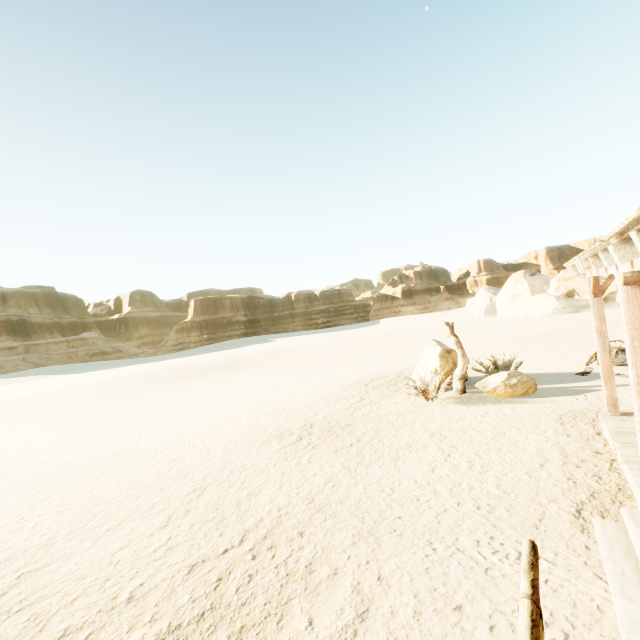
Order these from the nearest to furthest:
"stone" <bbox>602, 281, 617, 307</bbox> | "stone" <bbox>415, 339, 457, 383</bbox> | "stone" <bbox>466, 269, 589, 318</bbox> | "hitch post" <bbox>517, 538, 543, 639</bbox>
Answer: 1. "hitch post" <bbox>517, 538, 543, 639</bbox>
2. "stone" <bbox>415, 339, 457, 383</bbox>
3. "stone" <bbox>602, 281, 617, 307</bbox>
4. "stone" <bbox>466, 269, 589, 318</bbox>

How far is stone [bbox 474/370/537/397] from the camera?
9.08m

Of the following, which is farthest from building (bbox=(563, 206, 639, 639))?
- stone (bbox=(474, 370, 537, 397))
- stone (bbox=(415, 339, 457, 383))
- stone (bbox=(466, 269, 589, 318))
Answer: stone (bbox=(466, 269, 589, 318))

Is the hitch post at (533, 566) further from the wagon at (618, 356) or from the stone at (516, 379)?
the wagon at (618, 356)

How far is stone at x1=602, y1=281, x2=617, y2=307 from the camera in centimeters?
3275cm

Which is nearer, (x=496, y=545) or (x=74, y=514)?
(x=496, y=545)

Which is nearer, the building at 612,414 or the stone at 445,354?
the building at 612,414

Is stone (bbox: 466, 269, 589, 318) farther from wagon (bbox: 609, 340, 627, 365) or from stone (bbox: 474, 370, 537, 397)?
stone (bbox: 474, 370, 537, 397)
